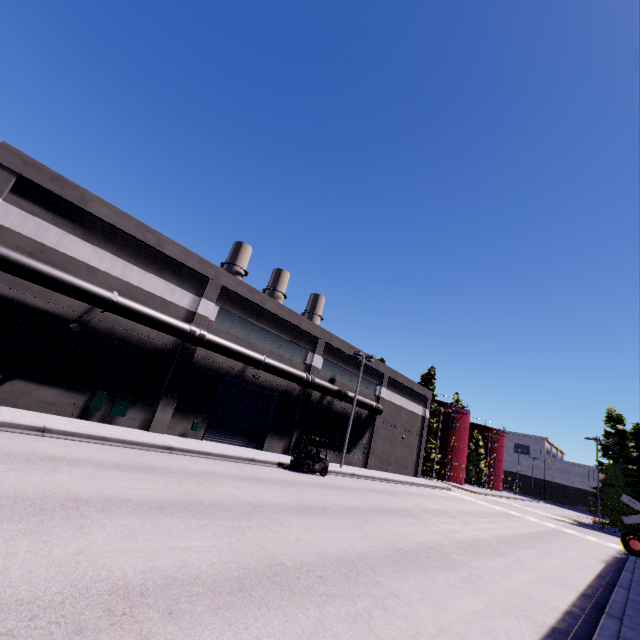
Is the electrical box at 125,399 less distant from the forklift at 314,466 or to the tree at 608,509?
the forklift at 314,466

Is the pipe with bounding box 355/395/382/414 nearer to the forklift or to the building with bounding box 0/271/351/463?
the building with bounding box 0/271/351/463

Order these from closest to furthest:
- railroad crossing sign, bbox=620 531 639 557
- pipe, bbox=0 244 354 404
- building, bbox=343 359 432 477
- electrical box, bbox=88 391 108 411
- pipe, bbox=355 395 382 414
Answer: railroad crossing sign, bbox=620 531 639 557 → pipe, bbox=0 244 354 404 → electrical box, bbox=88 391 108 411 → pipe, bbox=355 395 382 414 → building, bbox=343 359 432 477

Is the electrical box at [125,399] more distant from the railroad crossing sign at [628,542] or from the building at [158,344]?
the railroad crossing sign at [628,542]

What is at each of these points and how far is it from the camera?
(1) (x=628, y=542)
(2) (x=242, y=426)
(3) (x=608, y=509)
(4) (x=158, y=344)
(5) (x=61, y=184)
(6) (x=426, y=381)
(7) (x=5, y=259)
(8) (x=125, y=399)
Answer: (1) railroad crossing sign, 6.26m
(2) roll-up door, 23.03m
(3) tree, 37.62m
(4) building, 18.98m
(5) building, 15.85m
(6) tree, 51.66m
(7) pipe, 13.45m
(8) electrical box, 17.44m

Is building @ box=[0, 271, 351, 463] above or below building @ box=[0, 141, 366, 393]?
below

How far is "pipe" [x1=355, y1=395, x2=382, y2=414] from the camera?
30.1m

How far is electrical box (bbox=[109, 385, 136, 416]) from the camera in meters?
17.1 m
